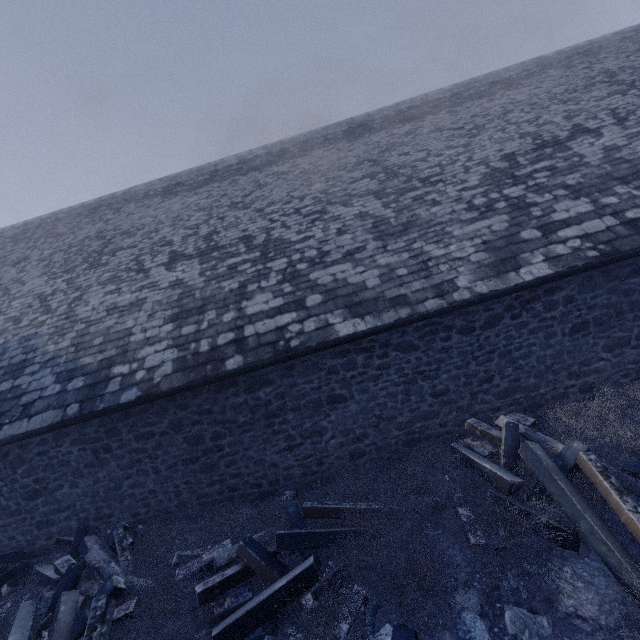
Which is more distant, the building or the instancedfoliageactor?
the building

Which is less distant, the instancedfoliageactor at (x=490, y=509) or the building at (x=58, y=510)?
the instancedfoliageactor at (x=490, y=509)

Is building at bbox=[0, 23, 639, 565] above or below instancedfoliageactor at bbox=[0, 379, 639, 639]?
above

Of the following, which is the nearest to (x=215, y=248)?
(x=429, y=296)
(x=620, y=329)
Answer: (x=429, y=296)

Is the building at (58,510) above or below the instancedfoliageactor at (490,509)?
above
